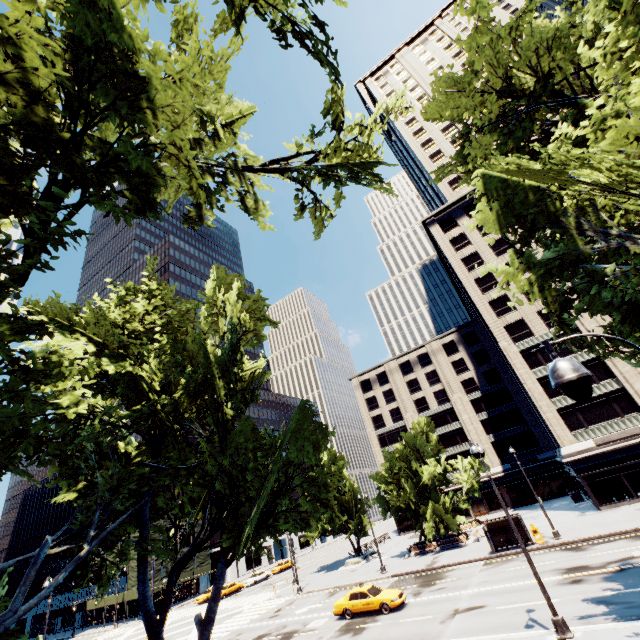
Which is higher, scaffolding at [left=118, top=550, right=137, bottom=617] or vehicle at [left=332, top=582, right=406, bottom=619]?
scaffolding at [left=118, top=550, right=137, bottom=617]

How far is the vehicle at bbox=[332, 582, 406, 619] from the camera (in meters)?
21.30

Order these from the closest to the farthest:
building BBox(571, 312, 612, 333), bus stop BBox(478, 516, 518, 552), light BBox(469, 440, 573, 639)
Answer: light BBox(469, 440, 573, 639) < bus stop BBox(478, 516, 518, 552) < building BBox(571, 312, 612, 333)

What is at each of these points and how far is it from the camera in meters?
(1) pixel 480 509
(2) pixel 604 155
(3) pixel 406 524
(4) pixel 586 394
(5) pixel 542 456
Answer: (1) door, 54.1 m
(2) tree, 7.2 m
(3) building, 59.0 m
(4) light, 3.9 m
(5) building, 51.5 m

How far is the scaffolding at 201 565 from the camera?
55.4m

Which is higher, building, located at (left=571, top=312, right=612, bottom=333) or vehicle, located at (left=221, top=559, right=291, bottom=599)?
building, located at (left=571, top=312, right=612, bottom=333)

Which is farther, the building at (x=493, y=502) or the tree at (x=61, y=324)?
the building at (x=493, y=502)

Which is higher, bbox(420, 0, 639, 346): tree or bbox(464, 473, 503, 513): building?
bbox(420, 0, 639, 346): tree
